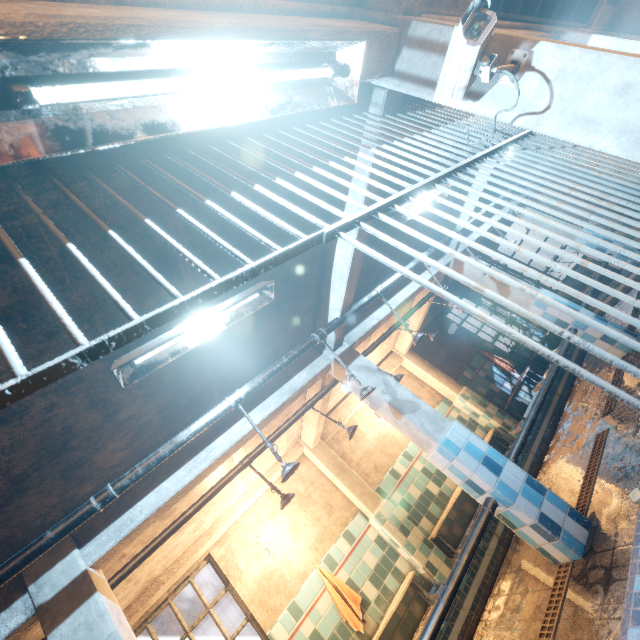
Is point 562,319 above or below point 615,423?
above

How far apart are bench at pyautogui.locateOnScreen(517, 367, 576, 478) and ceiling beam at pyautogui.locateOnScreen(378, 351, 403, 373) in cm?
239

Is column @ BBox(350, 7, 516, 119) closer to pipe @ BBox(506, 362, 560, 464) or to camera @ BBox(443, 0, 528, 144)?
camera @ BBox(443, 0, 528, 144)

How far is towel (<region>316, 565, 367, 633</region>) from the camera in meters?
4.4 m

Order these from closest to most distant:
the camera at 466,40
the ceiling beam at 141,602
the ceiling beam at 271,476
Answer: the camera at 466,40 → the ceiling beam at 141,602 → the ceiling beam at 271,476

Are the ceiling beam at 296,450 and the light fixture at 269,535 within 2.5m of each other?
yes

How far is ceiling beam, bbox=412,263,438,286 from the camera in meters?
5.0 m

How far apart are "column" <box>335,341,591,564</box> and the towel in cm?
282
